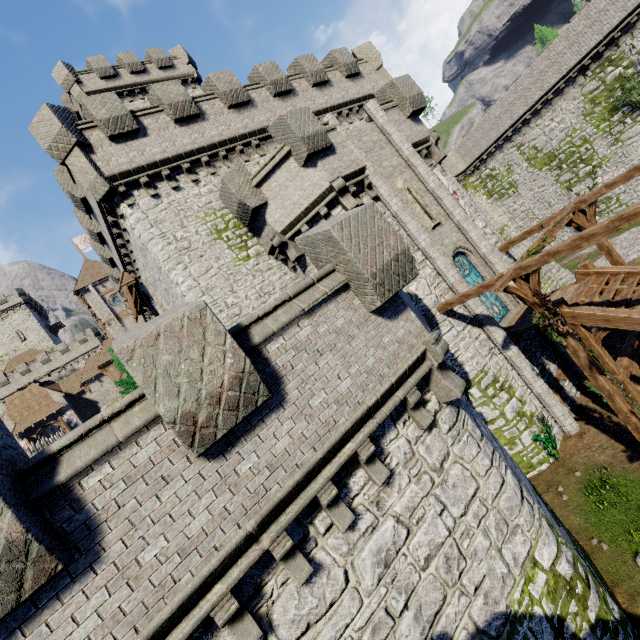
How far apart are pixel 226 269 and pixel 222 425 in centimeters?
1063cm

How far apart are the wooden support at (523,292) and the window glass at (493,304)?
3.3 meters

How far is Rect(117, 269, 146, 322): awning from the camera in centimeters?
1915cm

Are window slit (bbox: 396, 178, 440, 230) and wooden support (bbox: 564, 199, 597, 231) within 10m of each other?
yes

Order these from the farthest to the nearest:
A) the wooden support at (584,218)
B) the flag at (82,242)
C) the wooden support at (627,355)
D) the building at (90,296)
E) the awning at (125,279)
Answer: the flag at (82,242)
the building at (90,296)
the awning at (125,279)
the wooden support at (584,218)
the wooden support at (627,355)

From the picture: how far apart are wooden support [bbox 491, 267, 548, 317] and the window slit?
4.3m

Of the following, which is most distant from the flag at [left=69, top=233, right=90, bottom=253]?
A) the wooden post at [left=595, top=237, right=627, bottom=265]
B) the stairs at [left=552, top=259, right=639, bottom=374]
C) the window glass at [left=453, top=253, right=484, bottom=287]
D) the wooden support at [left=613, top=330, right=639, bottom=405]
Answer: the wooden support at [left=613, top=330, right=639, bottom=405]

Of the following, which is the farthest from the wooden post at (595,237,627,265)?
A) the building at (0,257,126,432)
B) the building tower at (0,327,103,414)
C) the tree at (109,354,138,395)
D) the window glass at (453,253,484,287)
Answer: the building tower at (0,327,103,414)
